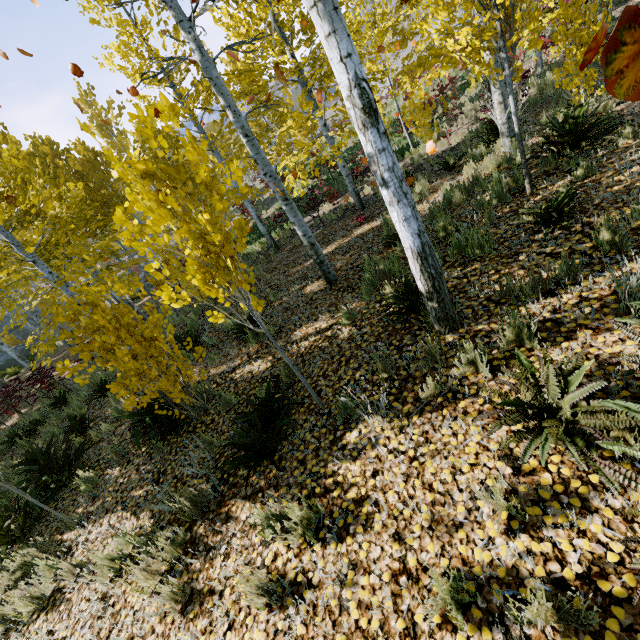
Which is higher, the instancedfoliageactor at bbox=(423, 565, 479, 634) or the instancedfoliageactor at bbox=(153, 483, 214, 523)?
the instancedfoliageactor at bbox=(423, 565, 479, 634)

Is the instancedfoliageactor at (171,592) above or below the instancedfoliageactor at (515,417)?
below

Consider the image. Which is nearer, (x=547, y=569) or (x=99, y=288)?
(x=547, y=569)

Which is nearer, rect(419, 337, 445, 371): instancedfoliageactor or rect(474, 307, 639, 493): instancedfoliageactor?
rect(474, 307, 639, 493): instancedfoliageactor

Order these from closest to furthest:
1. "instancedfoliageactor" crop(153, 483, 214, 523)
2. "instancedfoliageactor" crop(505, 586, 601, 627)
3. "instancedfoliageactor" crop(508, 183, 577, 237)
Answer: "instancedfoliageactor" crop(505, 586, 601, 627) < "instancedfoliageactor" crop(153, 483, 214, 523) < "instancedfoliageactor" crop(508, 183, 577, 237)

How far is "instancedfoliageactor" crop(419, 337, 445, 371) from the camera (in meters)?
3.19

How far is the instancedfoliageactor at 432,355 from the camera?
3.19m
